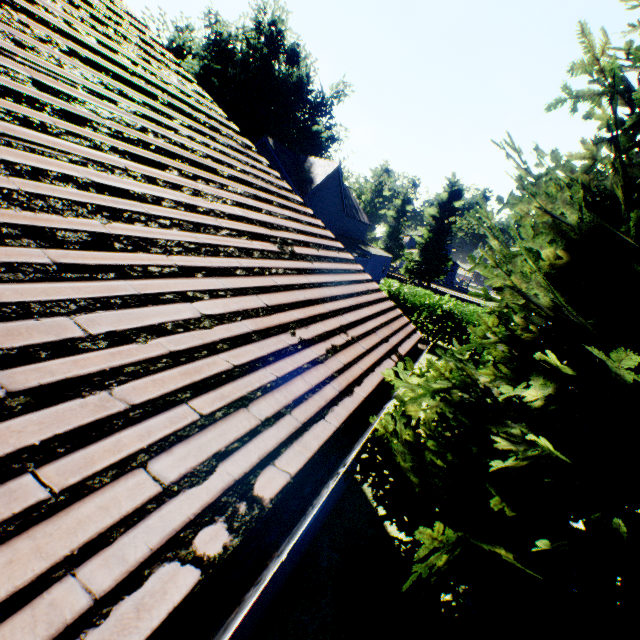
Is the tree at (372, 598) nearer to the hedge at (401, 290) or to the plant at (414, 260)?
the hedge at (401, 290)

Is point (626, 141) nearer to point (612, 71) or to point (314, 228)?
point (612, 71)

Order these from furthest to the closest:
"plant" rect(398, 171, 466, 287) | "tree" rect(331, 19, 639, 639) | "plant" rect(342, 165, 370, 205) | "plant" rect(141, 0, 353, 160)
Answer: "plant" rect(342, 165, 370, 205)
"plant" rect(398, 171, 466, 287)
"plant" rect(141, 0, 353, 160)
"tree" rect(331, 19, 639, 639)

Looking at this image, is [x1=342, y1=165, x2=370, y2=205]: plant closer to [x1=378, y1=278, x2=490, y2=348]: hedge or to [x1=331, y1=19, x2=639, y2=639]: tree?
[x1=331, y1=19, x2=639, y2=639]: tree

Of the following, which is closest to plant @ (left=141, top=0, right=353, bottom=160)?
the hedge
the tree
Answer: the tree
